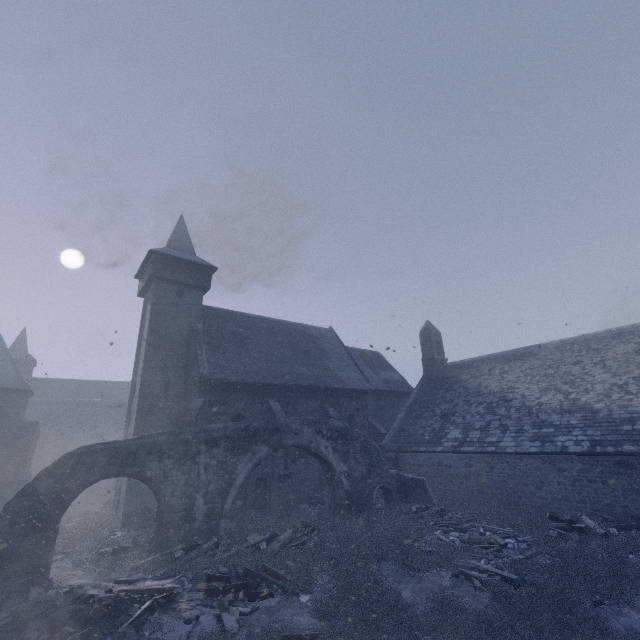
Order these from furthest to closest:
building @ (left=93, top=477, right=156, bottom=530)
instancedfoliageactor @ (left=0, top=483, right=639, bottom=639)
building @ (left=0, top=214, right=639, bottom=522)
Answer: building @ (left=93, top=477, right=156, bottom=530) → building @ (left=0, top=214, right=639, bottom=522) → instancedfoliageactor @ (left=0, top=483, right=639, bottom=639)

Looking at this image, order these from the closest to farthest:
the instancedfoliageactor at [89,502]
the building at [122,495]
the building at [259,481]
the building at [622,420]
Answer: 1. the instancedfoliageactor at [89,502]
2. the building at [622,420]
3. the building at [122,495]
4. the building at [259,481]

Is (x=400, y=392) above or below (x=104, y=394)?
below

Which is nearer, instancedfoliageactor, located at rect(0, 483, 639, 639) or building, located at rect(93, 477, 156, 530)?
instancedfoliageactor, located at rect(0, 483, 639, 639)

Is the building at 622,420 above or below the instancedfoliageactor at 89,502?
above

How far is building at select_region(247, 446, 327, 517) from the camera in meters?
17.0 m

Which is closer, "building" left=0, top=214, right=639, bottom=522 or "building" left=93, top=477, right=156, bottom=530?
"building" left=0, top=214, right=639, bottom=522
